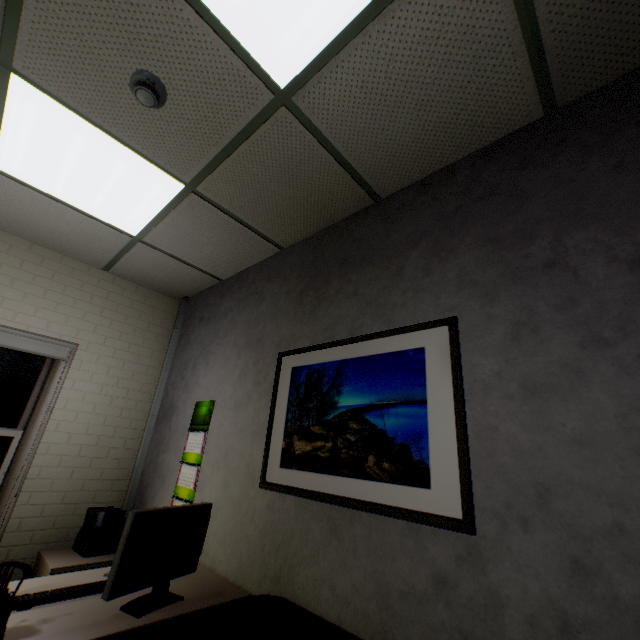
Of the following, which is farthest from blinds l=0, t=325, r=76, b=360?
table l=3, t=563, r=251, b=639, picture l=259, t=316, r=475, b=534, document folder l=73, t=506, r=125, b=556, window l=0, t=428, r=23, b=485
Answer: picture l=259, t=316, r=475, b=534

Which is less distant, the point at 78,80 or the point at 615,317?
the point at 615,317

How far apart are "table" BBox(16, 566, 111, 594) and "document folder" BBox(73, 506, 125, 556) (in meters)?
0.96

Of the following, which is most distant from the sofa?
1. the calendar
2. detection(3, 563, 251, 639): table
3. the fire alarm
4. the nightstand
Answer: the fire alarm

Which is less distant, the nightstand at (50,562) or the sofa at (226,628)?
the sofa at (226,628)

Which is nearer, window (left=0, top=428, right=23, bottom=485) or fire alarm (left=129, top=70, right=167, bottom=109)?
fire alarm (left=129, top=70, right=167, bottom=109)

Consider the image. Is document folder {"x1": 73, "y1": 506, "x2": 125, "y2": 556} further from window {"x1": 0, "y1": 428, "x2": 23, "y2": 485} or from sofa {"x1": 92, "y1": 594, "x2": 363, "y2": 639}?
sofa {"x1": 92, "y1": 594, "x2": 363, "y2": 639}

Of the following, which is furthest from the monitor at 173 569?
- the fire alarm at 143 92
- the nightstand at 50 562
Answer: the fire alarm at 143 92
